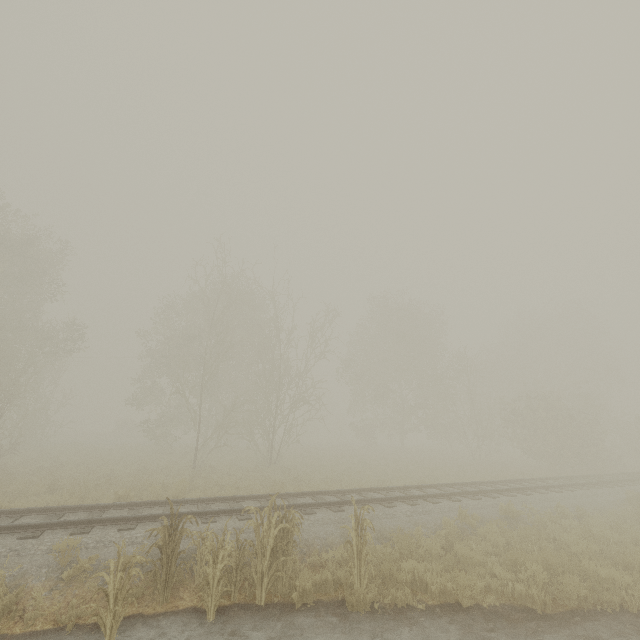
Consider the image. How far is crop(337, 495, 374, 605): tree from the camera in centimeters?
640cm

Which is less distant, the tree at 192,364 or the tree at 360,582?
the tree at 360,582

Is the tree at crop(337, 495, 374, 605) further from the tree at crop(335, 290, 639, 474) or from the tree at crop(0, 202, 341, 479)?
the tree at crop(335, 290, 639, 474)

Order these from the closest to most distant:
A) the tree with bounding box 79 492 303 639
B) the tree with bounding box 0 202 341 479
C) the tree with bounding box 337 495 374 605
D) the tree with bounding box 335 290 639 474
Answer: the tree with bounding box 79 492 303 639 < the tree with bounding box 337 495 374 605 < the tree with bounding box 0 202 341 479 < the tree with bounding box 335 290 639 474

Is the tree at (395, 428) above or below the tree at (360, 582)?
above

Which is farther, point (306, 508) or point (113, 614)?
point (306, 508)

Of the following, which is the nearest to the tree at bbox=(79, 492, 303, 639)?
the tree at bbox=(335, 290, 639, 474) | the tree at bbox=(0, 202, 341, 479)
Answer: the tree at bbox=(0, 202, 341, 479)

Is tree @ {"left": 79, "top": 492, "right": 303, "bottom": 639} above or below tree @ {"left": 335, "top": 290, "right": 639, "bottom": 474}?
below
